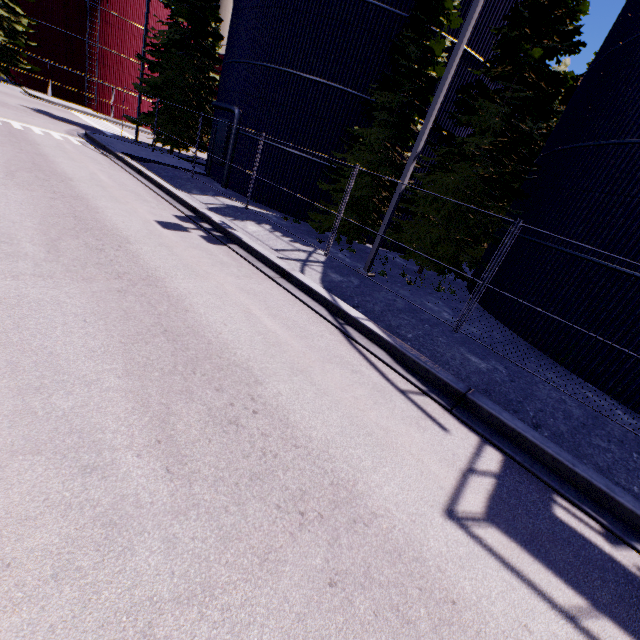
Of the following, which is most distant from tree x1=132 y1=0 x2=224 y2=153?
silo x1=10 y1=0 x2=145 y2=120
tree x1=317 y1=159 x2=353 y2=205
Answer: tree x1=317 y1=159 x2=353 y2=205

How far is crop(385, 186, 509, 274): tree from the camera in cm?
1220

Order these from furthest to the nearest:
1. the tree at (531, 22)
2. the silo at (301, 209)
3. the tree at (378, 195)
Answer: the silo at (301, 209) < the tree at (378, 195) < the tree at (531, 22)

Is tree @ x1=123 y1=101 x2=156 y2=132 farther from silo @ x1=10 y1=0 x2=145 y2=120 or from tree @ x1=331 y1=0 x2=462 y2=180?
tree @ x1=331 y1=0 x2=462 y2=180

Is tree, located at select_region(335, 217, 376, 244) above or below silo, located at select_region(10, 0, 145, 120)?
below

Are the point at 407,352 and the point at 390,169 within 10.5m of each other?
yes

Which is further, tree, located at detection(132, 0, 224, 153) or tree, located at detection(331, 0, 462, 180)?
tree, located at detection(132, 0, 224, 153)

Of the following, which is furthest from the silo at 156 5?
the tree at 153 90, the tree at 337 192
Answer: the tree at 153 90
